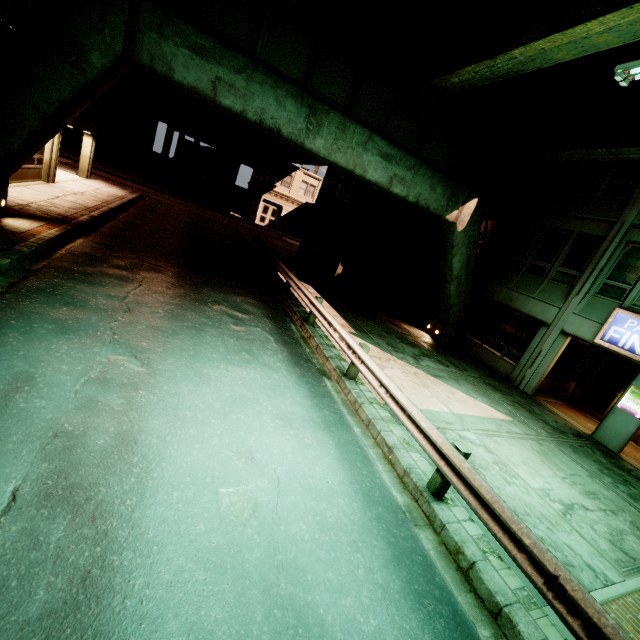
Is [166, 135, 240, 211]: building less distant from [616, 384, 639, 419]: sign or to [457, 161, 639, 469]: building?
[457, 161, 639, 469]: building

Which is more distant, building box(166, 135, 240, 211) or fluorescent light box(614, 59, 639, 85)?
building box(166, 135, 240, 211)

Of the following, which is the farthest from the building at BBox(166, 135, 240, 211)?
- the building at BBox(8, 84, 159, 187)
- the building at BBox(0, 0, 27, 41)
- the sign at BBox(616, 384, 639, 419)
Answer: the sign at BBox(616, 384, 639, 419)

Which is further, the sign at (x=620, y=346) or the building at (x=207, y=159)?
the building at (x=207, y=159)

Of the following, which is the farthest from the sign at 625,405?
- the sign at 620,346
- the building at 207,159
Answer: the building at 207,159

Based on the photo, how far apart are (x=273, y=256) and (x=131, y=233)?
6.4m

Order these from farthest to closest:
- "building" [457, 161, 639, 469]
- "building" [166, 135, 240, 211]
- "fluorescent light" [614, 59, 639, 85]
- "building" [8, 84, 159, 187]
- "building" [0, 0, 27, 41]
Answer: "building" [166, 135, 240, 211], "building" [8, 84, 159, 187], "building" [457, 161, 639, 469], "building" [0, 0, 27, 41], "fluorescent light" [614, 59, 639, 85]

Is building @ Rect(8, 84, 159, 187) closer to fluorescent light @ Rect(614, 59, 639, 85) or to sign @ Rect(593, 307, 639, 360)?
fluorescent light @ Rect(614, 59, 639, 85)
